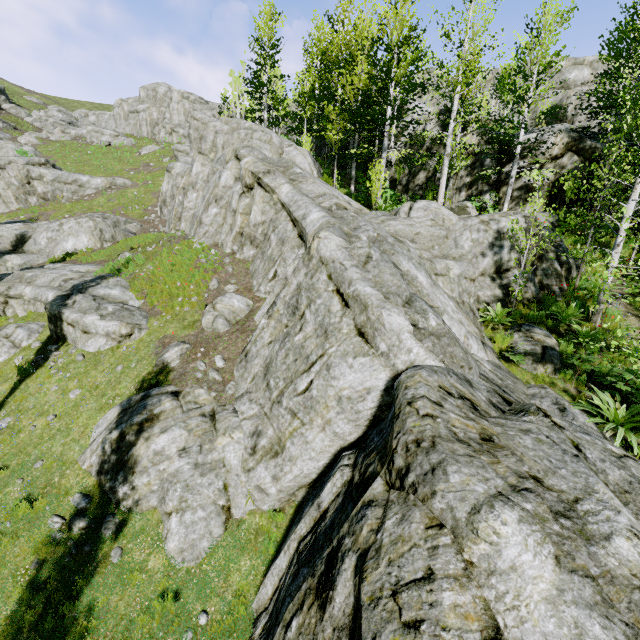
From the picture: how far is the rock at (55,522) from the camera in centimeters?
769cm

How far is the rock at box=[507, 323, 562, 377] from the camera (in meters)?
8.67

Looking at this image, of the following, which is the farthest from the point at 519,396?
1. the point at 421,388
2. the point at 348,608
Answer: the point at 348,608

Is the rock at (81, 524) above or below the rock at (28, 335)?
below

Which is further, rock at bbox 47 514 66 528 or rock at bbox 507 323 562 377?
rock at bbox 507 323 562 377

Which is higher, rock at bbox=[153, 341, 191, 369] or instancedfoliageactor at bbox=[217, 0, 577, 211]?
instancedfoliageactor at bbox=[217, 0, 577, 211]
